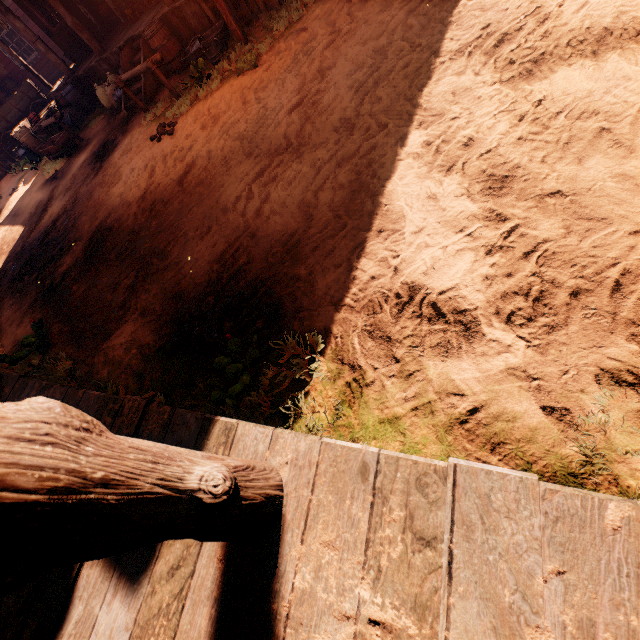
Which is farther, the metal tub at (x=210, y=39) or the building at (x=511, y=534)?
the metal tub at (x=210, y=39)

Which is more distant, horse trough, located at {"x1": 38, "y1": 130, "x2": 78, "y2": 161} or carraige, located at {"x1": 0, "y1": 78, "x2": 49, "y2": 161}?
carraige, located at {"x1": 0, "y1": 78, "x2": 49, "y2": 161}

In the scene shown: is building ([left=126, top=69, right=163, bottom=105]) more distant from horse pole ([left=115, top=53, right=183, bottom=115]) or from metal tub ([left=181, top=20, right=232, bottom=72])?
horse pole ([left=115, top=53, right=183, bottom=115])

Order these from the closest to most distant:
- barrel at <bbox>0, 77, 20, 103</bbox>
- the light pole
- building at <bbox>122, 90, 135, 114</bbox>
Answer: the light pole
building at <bbox>122, 90, 135, 114</bbox>
barrel at <bbox>0, 77, 20, 103</bbox>

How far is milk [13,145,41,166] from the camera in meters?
12.3

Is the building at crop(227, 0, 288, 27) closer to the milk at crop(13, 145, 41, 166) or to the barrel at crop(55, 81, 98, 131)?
the barrel at crop(55, 81, 98, 131)

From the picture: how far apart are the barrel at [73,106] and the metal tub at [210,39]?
6.4 meters

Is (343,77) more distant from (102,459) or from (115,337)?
(102,459)
